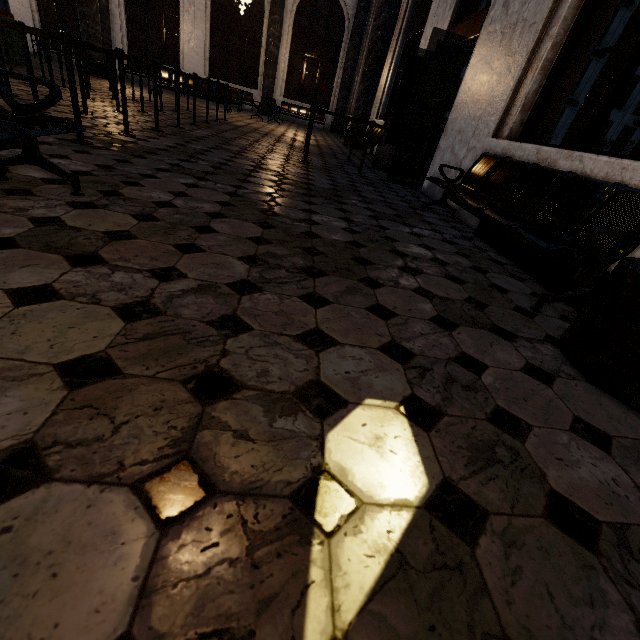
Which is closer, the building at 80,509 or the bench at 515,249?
the building at 80,509

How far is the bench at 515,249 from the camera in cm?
254

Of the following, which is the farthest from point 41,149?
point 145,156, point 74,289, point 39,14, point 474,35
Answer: point 39,14

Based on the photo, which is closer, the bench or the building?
the building

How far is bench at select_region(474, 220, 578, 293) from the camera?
2.5 meters
